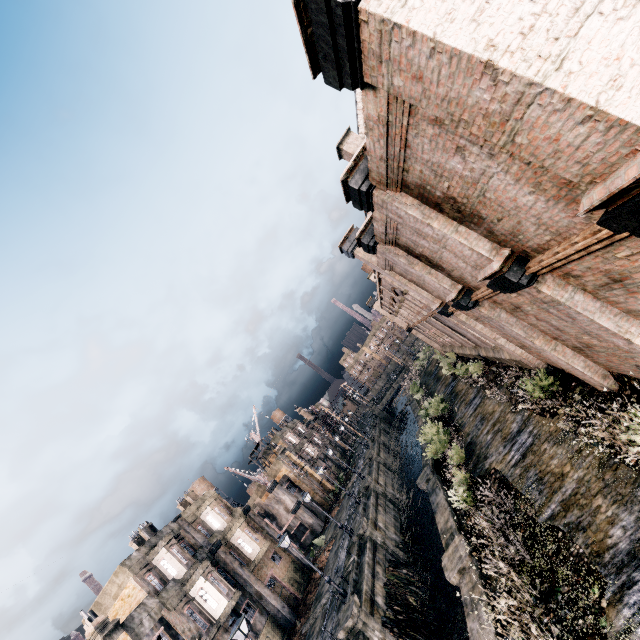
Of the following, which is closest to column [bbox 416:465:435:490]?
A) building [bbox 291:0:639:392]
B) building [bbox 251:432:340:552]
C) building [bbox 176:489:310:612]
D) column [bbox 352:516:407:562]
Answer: column [bbox 352:516:407:562]

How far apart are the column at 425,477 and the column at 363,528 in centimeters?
721cm

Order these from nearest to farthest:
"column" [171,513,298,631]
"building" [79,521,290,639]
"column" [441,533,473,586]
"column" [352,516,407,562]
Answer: "column" [441,533,473,586], "building" [79,521,290,639], "column" [352,516,407,562], "column" [171,513,298,631]

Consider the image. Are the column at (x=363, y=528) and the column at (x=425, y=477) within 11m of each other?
yes

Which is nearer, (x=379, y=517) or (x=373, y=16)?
(x=373, y=16)

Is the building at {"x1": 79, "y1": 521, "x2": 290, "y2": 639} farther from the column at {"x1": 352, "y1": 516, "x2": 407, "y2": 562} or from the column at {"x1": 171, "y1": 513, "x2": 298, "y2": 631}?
the column at {"x1": 352, "y1": 516, "x2": 407, "y2": 562}

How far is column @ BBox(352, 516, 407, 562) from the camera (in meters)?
25.91

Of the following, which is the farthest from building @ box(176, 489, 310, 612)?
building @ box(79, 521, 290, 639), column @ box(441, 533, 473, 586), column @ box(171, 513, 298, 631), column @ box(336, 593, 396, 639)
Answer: column @ box(441, 533, 473, 586)
